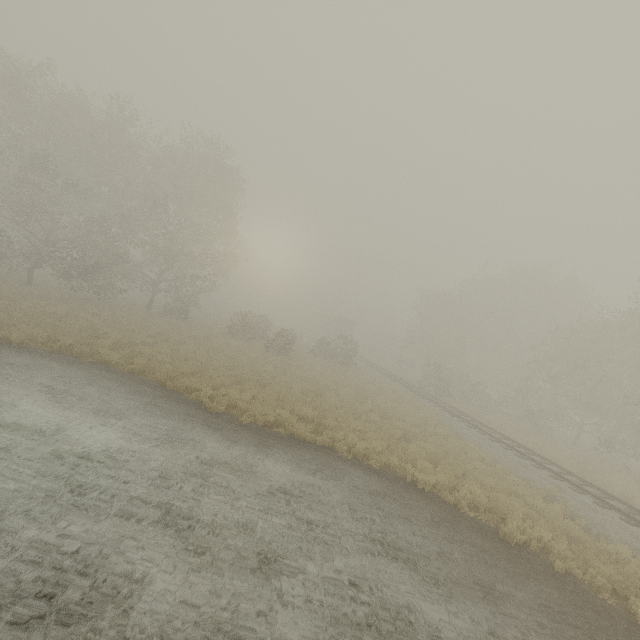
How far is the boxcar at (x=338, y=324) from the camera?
56.5m

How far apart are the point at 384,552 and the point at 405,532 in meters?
1.3

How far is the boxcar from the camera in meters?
56.5 m
